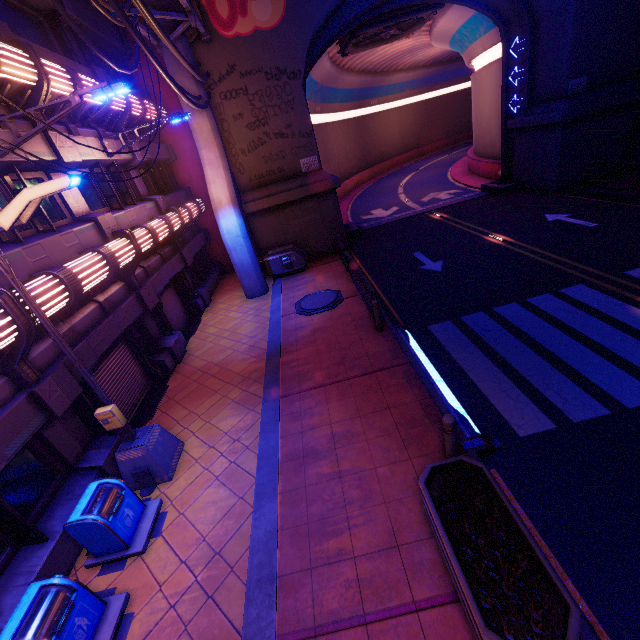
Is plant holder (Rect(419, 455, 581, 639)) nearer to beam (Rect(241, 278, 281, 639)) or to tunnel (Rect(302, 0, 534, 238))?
beam (Rect(241, 278, 281, 639))

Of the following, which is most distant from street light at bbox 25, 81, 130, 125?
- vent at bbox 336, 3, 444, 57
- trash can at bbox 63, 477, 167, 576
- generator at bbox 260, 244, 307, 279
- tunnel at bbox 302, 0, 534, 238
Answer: vent at bbox 336, 3, 444, 57

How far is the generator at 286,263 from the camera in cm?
1675

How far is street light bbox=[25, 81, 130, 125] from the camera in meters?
6.4 m

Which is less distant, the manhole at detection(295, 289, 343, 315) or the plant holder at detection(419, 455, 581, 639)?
the plant holder at detection(419, 455, 581, 639)

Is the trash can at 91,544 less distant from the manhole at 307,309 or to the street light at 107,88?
the street light at 107,88

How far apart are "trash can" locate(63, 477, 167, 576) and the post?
5.62m

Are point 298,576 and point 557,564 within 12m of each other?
yes
